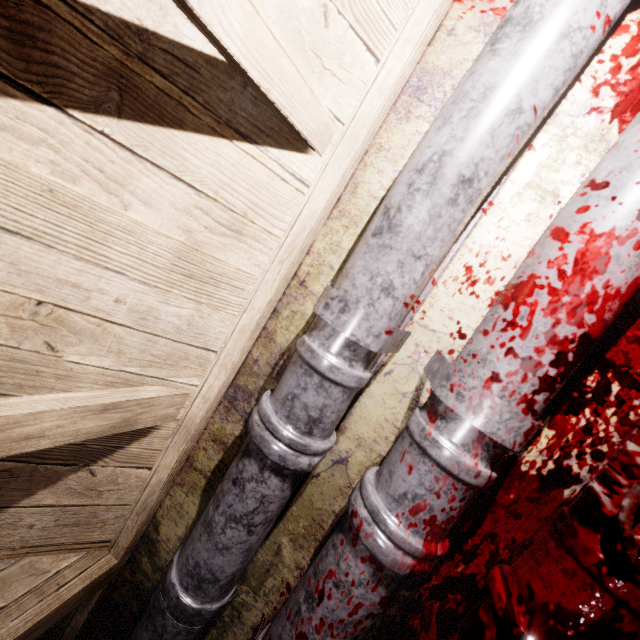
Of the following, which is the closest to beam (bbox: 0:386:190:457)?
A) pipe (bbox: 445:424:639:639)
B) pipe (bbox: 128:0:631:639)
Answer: pipe (bbox: 128:0:631:639)

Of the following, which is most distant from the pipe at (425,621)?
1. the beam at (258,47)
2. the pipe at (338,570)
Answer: the beam at (258,47)

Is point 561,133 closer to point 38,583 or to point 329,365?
point 329,365

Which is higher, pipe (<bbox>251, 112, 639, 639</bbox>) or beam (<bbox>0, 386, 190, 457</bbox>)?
beam (<bbox>0, 386, 190, 457</bbox>)

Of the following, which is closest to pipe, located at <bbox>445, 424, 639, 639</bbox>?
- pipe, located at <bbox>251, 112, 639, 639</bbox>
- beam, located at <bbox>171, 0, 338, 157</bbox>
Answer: pipe, located at <bbox>251, 112, 639, 639</bbox>

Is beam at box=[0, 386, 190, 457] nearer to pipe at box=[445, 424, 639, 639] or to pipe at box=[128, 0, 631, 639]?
pipe at box=[128, 0, 631, 639]

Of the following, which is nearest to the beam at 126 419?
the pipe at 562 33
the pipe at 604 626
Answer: the pipe at 562 33

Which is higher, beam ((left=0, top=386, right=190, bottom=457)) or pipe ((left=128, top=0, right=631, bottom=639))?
beam ((left=0, top=386, right=190, bottom=457))
